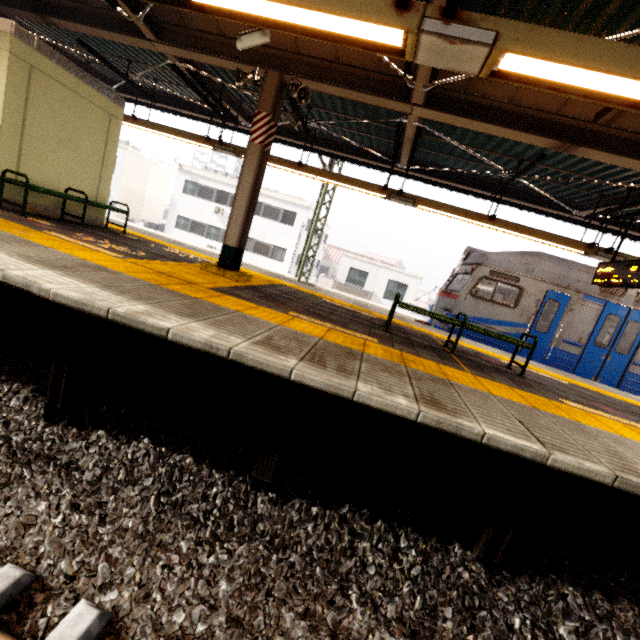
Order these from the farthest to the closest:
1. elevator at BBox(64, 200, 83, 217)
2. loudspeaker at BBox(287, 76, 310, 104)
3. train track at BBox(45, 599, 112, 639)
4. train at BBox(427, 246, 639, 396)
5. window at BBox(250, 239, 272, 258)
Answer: window at BBox(250, 239, 272, 258) < train at BBox(427, 246, 639, 396) < elevator at BBox(64, 200, 83, 217) < loudspeaker at BBox(287, 76, 310, 104) < train track at BBox(45, 599, 112, 639)

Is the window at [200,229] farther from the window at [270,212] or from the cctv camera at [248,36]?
the cctv camera at [248,36]

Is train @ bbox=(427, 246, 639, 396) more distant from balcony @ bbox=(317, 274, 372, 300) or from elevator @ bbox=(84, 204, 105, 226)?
balcony @ bbox=(317, 274, 372, 300)

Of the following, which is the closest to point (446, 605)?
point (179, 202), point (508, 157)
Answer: point (508, 157)

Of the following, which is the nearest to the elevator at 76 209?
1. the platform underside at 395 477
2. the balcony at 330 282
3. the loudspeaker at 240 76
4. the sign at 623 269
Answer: the platform underside at 395 477

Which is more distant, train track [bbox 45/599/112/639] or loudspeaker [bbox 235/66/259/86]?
loudspeaker [bbox 235/66/259/86]

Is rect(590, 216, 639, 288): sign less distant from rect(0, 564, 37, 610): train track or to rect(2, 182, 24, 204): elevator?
rect(0, 564, 37, 610): train track

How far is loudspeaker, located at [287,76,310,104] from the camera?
5.4 meters
